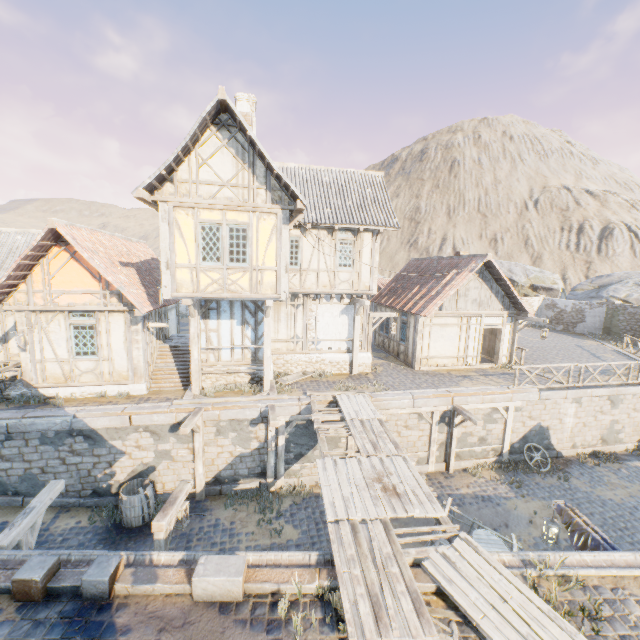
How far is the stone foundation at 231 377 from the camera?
13.3m

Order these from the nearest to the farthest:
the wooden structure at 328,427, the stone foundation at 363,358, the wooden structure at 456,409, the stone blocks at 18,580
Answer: the stone blocks at 18,580, the wooden structure at 328,427, the wooden structure at 456,409, the stone foundation at 363,358

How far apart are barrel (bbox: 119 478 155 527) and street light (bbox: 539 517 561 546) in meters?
11.2 m

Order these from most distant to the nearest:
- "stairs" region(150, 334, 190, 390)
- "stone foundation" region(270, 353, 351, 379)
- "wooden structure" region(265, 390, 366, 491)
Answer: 1. "stone foundation" region(270, 353, 351, 379)
2. "stairs" region(150, 334, 190, 390)
3. "wooden structure" region(265, 390, 366, 491)

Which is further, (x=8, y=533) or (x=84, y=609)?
(x=8, y=533)

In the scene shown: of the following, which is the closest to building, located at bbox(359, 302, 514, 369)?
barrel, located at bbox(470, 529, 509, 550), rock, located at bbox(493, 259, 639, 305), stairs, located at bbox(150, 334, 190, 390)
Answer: barrel, located at bbox(470, 529, 509, 550)

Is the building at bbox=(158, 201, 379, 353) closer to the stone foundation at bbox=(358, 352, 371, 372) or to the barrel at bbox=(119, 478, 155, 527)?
the stone foundation at bbox=(358, 352, 371, 372)

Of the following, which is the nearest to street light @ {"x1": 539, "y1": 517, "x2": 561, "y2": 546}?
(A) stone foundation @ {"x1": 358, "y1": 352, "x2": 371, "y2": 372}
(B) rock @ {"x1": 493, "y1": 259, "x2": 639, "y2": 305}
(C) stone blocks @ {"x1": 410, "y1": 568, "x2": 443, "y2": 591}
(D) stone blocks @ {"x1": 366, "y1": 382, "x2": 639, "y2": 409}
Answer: (D) stone blocks @ {"x1": 366, "y1": 382, "x2": 639, "y2": 409}
